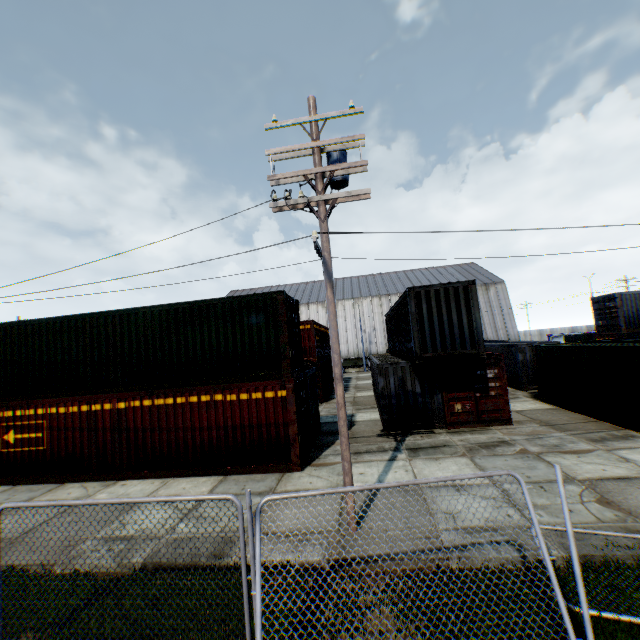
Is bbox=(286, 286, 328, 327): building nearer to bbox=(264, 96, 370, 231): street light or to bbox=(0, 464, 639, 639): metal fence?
bbox=(264, 96, 370, 231): street light

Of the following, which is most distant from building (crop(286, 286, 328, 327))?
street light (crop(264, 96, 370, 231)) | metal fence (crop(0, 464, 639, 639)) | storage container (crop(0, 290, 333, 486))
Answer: metal fence (crop(0, 464, 639, 639))

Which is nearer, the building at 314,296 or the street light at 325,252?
the street light at 325,252

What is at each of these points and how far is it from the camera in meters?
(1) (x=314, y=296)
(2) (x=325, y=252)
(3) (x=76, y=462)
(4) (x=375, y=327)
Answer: (1) building, 54.8 m
(2) street light, 7.3 m
(3) storage container, 11.4 m
(4) building, 49.3 m

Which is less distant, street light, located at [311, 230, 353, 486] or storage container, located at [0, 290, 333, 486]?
street light, located at [311, 230, 353, 486]

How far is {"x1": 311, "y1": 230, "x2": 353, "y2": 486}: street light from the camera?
6.9m

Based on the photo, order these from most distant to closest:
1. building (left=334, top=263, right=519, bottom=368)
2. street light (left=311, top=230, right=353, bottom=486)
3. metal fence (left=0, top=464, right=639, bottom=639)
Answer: building (left=334, top=263, right=519, bottom=368)
street light (left=311, top=230, right=353, bottom=486)
metal fence (left=0, top=464, right=639, bottom=639)

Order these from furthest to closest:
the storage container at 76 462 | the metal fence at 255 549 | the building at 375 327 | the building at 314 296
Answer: the building at 314 296 → the building at 375 327 → the storage container at 76 462 → the metal fence at 255 549
